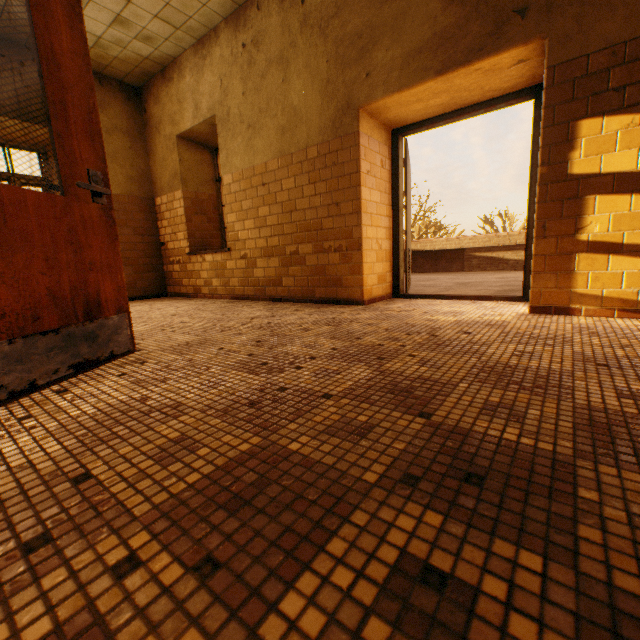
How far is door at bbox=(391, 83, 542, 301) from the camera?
3.3 meters

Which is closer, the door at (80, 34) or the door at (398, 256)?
the door at (80, 34)

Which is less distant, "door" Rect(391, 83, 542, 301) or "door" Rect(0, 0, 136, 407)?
"door" Rect(0, 0, 136, 407)

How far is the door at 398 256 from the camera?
3.3 meters

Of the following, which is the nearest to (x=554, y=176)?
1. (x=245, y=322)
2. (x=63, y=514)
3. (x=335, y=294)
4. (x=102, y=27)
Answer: (x=335, y=294)
